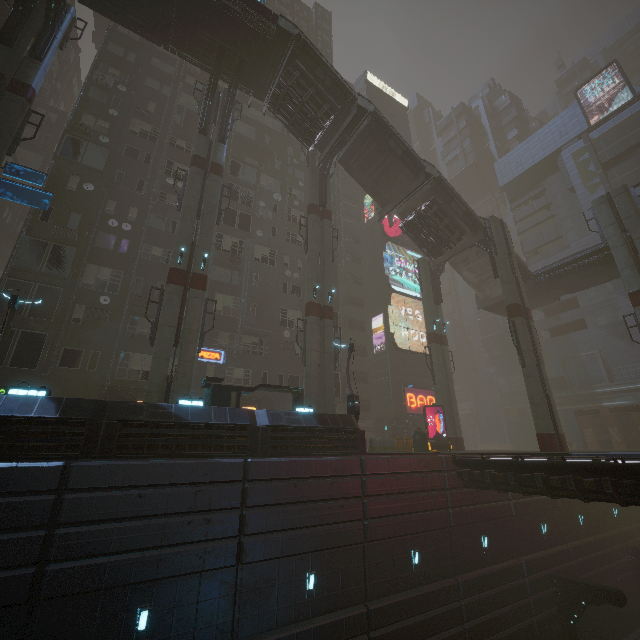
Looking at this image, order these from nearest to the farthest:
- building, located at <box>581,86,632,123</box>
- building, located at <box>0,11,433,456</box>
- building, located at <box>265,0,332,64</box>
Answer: building, located at <box>0,11,433,456</box>
building, located at <box>581,86,632,123</box>
building, located at <box>265,0,332,64</box>

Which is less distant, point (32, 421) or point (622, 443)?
point (32, 421)

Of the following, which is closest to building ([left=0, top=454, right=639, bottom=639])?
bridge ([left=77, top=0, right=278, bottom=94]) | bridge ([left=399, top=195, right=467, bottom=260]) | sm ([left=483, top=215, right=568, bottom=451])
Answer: sm ([left=483, top=215, right=568, bottom=451])

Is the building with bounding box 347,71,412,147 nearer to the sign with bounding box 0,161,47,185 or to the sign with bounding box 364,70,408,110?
the sign with bounding box 364,70,408,110

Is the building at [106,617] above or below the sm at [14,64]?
below

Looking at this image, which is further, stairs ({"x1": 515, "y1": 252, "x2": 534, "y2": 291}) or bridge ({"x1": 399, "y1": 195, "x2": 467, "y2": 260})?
stairs ({"x1": 515, "y1": 252, "x2": 534, "y2": 291})

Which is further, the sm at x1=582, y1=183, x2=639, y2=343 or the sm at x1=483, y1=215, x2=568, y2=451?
the sm at x1=582, y1=183, x2=639, y2=343

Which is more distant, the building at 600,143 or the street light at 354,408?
the building at 600,143
